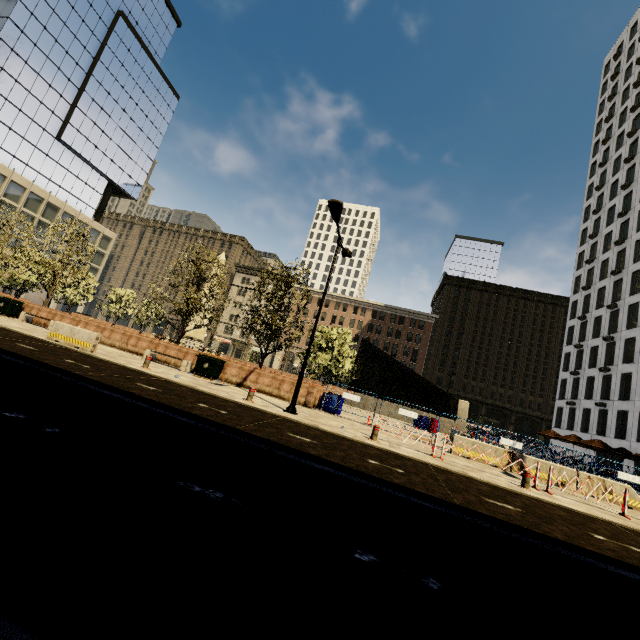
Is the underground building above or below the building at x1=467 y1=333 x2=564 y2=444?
below

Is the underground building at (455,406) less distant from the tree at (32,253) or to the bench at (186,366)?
the tree at (32,253)

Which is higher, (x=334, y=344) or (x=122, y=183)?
(x=122, y=183)

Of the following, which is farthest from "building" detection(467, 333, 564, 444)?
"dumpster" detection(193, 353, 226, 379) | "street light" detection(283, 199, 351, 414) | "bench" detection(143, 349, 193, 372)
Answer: "street light" detection(283, 199, 351, 414)

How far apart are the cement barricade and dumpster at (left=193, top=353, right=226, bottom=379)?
4.4m

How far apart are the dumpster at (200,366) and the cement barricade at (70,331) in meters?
4.4 m

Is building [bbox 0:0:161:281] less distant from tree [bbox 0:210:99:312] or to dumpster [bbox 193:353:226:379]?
tree [bbox 0:210:99:312]

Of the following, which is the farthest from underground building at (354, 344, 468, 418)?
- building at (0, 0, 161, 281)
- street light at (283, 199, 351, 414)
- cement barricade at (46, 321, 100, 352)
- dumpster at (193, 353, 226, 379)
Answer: building at (0, 0, 161, 281)
